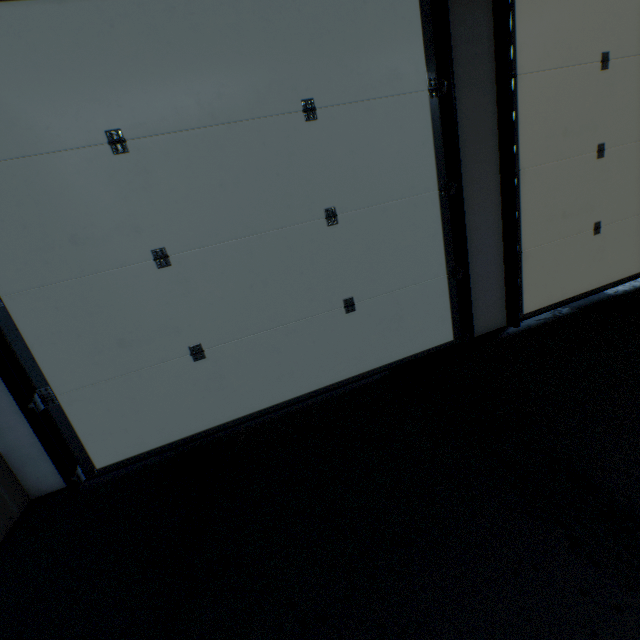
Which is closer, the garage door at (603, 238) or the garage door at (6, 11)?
the garage door at (6, 11)

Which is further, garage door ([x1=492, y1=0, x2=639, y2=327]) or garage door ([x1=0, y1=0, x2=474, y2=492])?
garage door ([x1=492, y1=0, x2=639, y2=327])

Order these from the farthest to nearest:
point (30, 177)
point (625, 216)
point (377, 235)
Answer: point (625, 216), point (377, 235), point (30, 177)
